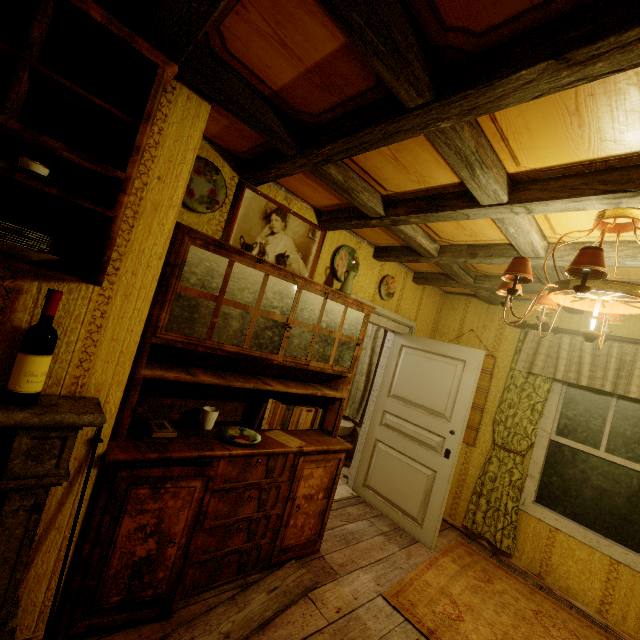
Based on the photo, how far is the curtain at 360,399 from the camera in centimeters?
518cm

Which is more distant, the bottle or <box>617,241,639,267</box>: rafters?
<box>617,241,639,267</box>: rafters

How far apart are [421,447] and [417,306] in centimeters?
177cm

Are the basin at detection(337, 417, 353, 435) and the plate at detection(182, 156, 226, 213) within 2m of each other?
no

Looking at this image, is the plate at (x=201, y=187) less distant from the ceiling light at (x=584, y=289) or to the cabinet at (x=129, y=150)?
the cabinet at (x=129, y=150)

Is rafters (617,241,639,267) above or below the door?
above

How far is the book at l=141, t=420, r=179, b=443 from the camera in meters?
1.8

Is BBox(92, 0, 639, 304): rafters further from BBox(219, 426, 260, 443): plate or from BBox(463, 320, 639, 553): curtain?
BBox(219, 426, 260, 443): plate
